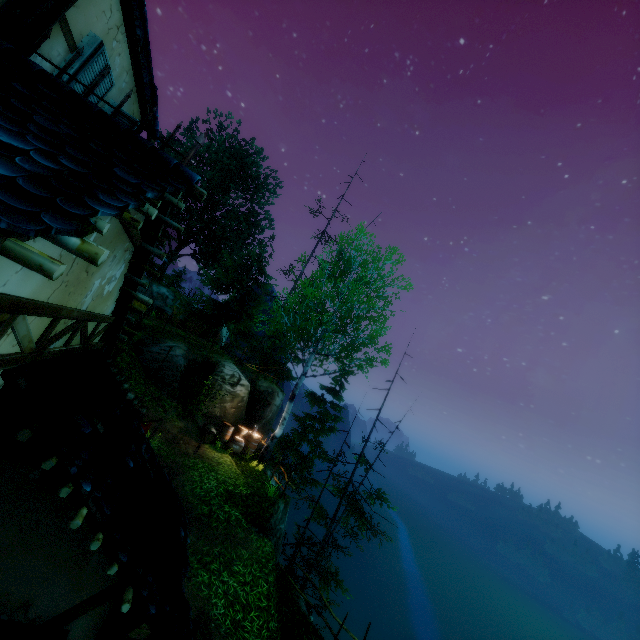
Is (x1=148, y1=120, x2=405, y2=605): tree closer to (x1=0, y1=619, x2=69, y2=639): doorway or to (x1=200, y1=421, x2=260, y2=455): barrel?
(x1=200, y1=421, x2=260, y2=455): barrel

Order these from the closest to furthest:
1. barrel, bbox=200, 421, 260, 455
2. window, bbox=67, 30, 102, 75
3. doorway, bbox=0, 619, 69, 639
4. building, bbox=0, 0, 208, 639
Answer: building, bbox=0, 0, 208, 639, doorway, bbox=0, 619, 69, 639, window, bbox=67, 30, 102, 75, barrel, bbox=200, 421, 260, 455

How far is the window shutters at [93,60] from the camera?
4.19m

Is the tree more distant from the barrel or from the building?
the building

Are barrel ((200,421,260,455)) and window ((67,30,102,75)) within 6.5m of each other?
no

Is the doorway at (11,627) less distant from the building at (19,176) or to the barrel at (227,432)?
the building at (19,176)

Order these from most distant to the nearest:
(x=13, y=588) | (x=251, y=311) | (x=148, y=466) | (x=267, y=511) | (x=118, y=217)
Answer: (x=251, y=311), (x=267, y=511), (x=148, y=466), (x=13, y=588), (x=118, y=217)

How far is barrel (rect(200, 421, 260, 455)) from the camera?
14.8 meters
